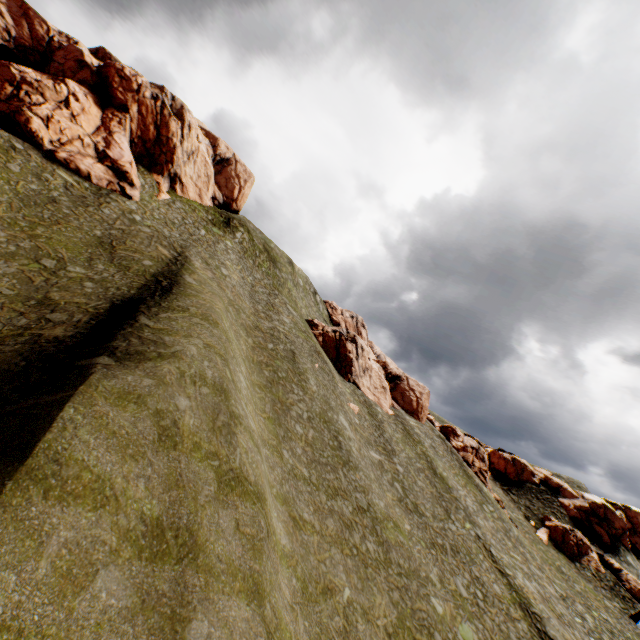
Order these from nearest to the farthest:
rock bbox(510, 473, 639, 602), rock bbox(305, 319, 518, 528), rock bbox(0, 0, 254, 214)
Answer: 1. rock bbox(0, 0, 254, 214)
2. rock bbox(510, 473, 639, 602)
3. rock bbox(305, 319, 518, 528)

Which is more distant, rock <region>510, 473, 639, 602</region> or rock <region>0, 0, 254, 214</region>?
rock <region>510, 473, 639, 602</region>

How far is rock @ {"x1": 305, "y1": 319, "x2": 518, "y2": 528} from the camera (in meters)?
46.28

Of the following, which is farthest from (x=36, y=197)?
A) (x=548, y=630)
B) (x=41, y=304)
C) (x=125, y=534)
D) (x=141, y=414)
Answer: (x=548, y=630)

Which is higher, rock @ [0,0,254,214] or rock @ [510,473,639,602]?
rock @ [0,0,254,214]

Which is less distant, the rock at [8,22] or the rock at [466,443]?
the rock at [8,22]
